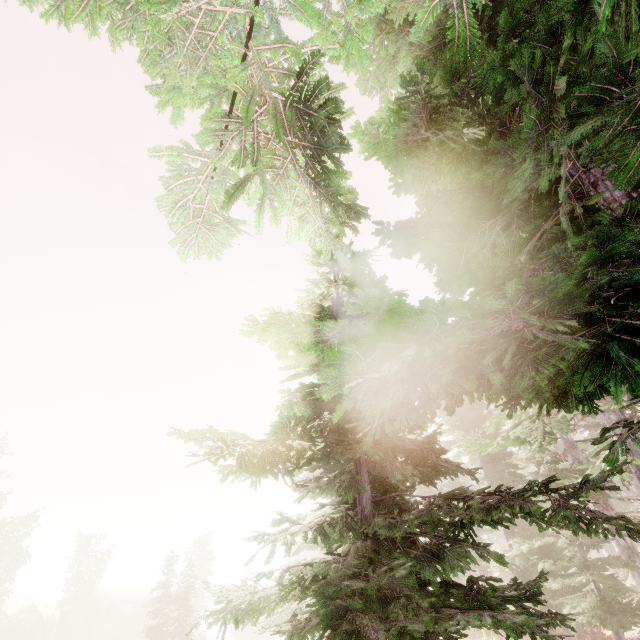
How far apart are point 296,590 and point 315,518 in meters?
0.9

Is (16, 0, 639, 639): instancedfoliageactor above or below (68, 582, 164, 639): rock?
above

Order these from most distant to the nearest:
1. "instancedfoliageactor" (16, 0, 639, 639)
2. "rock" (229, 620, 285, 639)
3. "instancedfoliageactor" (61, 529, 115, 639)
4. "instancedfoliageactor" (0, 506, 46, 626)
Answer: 1. "rock" (229, 620, 285, 639)
2. "instancedfoliageactor" (61, 529, 115, 639)
3. "instancedfoliageactor" (0, 506, 46, 626)
4. "instancedfoliageactor" (16, 0, 639, 639)

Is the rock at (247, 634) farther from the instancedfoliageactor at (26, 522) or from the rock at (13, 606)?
the rock at (13, 606)

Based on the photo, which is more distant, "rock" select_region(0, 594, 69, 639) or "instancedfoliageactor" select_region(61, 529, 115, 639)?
"instancedfoliageactor" select_region(61, 529, 115, 639)

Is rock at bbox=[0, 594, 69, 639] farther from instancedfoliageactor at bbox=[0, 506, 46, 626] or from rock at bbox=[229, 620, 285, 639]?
rock at bbox=[229, 620, 285, 639]

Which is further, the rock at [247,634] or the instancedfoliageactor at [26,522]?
the rock at [247,634]
